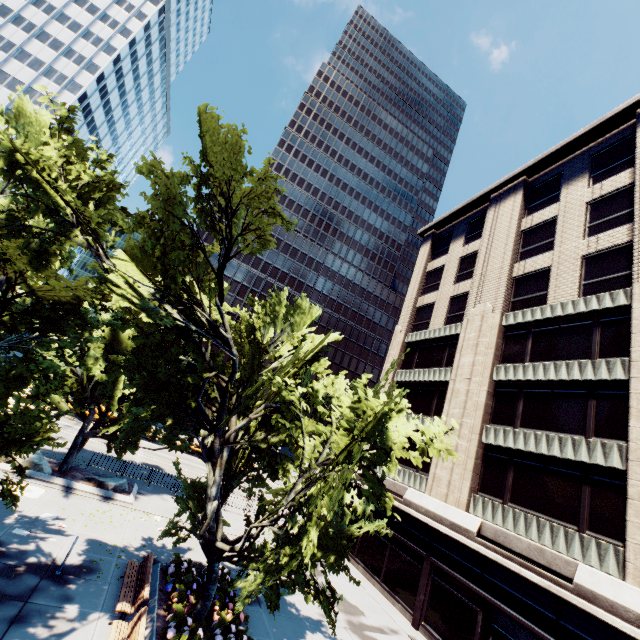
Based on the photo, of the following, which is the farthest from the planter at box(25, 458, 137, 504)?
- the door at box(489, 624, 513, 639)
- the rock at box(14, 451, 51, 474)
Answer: the door at box(489, 624, 513, 639)

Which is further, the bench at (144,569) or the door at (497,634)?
the door at (497,634)

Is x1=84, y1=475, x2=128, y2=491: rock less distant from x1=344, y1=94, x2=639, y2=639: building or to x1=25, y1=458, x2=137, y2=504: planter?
x1=25, y1=458, x2=137, y2=504: planter

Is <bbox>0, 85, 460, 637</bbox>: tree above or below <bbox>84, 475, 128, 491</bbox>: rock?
above

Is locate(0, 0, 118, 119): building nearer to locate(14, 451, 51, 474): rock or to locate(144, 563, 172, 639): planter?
locate(14, 451, 51, 474): rock

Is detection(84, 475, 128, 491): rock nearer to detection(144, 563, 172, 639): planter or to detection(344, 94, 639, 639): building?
detection(144, 563, 172, 639): planter

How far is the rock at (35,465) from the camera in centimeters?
1700cm

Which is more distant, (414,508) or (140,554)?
(414,508)
